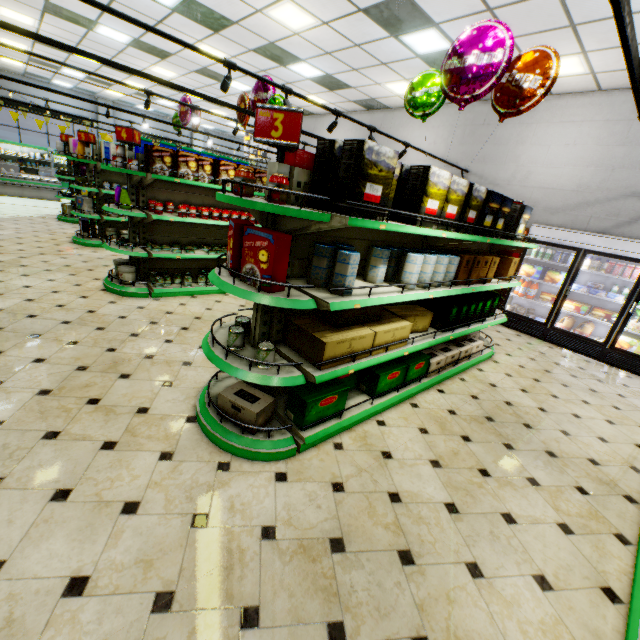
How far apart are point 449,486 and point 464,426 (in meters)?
0.99

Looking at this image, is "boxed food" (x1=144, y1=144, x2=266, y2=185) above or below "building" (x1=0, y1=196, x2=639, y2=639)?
above

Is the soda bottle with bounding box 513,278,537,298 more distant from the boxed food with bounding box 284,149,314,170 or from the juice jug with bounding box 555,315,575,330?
the boxed food with bounding box 284,149,314,170

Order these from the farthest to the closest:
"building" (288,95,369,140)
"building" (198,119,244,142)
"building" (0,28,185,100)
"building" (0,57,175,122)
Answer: "building" (198,119,244,142)
"building" (0,57,175,122)
"building" (288,95,369,140)
"building" (0,28,185,100)

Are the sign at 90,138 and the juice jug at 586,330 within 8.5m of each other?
no

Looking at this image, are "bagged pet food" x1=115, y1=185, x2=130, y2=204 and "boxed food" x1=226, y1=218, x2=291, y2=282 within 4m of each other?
yes

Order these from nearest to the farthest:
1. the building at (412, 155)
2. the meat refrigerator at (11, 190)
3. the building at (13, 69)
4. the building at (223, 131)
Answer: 1. the building at (412, 155)
2. the meat refrigerator at (11, 190)
3. the building at (13, 69)
4. the building at (223, 131)

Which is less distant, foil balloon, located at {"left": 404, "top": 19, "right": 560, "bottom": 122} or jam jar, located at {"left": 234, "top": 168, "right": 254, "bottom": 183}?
jam jar, located at {"left": 234, "top": 168, "right": 254, "bottom": 183}
